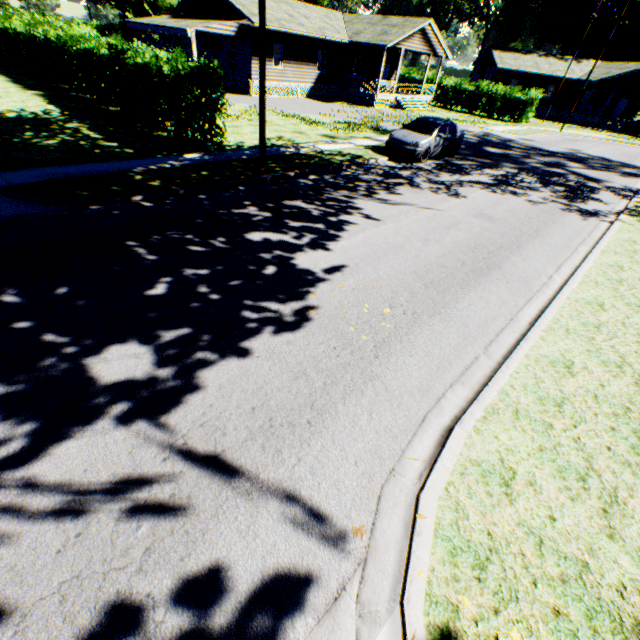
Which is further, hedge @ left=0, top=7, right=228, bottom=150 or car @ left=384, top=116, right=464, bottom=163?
car @ left=384, top=116, right=464, bottom=163

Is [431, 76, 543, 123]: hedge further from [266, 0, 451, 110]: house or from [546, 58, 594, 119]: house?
[546, 58, 594, 119]: house

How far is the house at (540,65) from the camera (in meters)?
41.41

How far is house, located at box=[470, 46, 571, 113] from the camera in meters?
41.4

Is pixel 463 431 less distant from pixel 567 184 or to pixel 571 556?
pixel 571 556

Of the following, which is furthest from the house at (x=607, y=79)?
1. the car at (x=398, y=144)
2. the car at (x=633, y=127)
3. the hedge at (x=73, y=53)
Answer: the hedge at (x=73, y=53)

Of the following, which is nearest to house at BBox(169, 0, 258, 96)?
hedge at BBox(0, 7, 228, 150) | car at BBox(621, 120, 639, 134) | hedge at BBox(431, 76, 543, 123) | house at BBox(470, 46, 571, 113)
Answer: hedge at BBox(431, 76, 543, 123)

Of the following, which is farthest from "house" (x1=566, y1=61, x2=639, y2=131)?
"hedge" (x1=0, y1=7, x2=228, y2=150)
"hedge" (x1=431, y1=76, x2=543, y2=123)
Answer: "hedge" (x1=0, y1=7, x2=228, y2=150)
